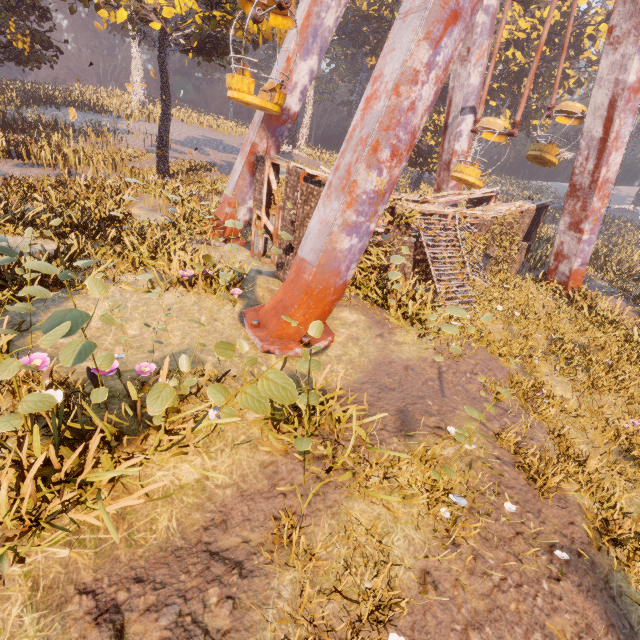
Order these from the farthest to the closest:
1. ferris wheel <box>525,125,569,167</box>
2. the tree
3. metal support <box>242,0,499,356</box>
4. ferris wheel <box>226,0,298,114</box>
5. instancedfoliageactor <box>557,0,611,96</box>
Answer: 1. the tree
2. instancedfoliageactor <box>557,0,611,96</box>
3. ferris wheel <box>525,125,569,167</box>
4. ferris wheel <box>226,0,298,114</box>
5. metal support <box>242,0,499,356</box>

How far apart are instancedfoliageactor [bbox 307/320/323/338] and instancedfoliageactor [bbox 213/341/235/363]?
1.1 meters

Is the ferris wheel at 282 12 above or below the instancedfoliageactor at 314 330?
above

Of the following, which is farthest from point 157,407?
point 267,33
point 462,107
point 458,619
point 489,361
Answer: point 267,33

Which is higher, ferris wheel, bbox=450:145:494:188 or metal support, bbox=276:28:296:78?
metal support, bbox=276:28:296:78

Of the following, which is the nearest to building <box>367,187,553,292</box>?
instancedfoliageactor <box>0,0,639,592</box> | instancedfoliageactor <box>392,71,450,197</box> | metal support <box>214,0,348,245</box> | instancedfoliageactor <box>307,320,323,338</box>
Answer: instancedfoliageactor <box>0,0,639,592</box>

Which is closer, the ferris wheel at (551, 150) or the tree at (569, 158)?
the ferris wheel at (551, 150)

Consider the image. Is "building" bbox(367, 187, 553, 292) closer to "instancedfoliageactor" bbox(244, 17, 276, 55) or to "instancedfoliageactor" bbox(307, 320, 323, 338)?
"instancedfoliageactor" bbox(244, 17, 276, 55)
